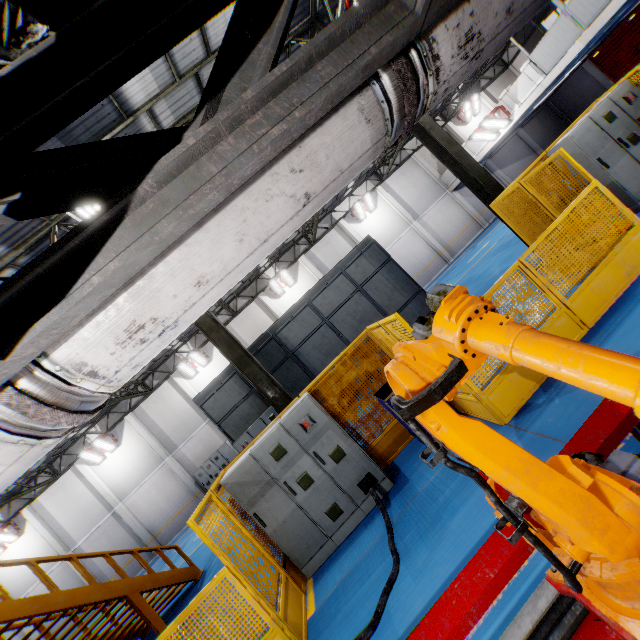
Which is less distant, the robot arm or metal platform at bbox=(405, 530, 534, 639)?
the robot arm

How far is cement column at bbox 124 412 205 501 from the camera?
20.9m

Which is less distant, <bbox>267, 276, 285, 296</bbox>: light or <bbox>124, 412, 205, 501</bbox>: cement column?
<bbox>124, 412, 205, 501</bbox>: cement column

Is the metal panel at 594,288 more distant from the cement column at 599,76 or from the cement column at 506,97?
the cement column at 599,76

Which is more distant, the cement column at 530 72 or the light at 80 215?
the cement column at 530 72

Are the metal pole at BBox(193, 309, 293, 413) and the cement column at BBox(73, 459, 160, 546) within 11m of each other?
no

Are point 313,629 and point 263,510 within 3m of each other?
yes

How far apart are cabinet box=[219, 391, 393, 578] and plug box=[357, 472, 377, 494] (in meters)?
0.02
